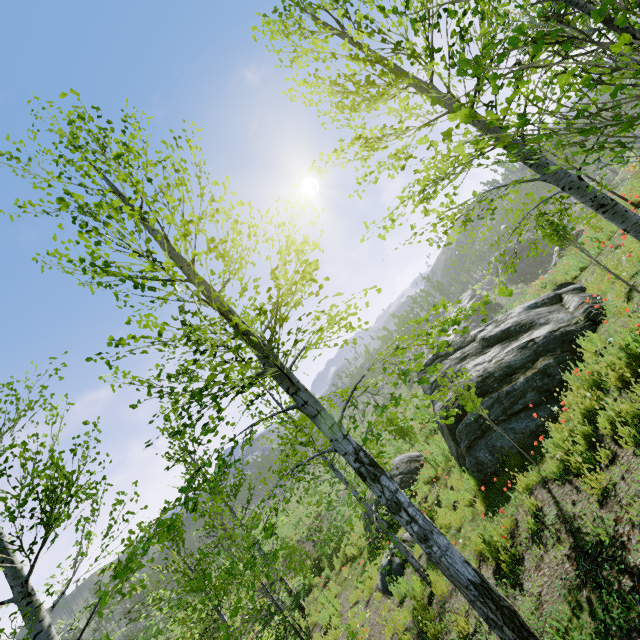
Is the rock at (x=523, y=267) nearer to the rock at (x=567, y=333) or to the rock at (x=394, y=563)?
the rock at (x=567, y=333)

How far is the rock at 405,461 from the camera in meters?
13.0 m

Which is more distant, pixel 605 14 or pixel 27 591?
pixel 27 591

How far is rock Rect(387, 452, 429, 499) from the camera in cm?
1303

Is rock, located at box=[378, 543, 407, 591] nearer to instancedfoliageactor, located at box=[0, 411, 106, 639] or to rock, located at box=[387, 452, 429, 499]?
rock, located at box=[387, 452, 429, 499]

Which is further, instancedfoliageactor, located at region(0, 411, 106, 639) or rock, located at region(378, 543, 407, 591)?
rock, located at region(378, 543, 407, 591)

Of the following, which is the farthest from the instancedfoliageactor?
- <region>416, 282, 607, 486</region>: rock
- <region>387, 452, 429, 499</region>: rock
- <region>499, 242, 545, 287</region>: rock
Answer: <region>499, 242, 545, 287</region>: rock

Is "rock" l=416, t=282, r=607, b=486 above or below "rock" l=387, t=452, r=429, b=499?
above
